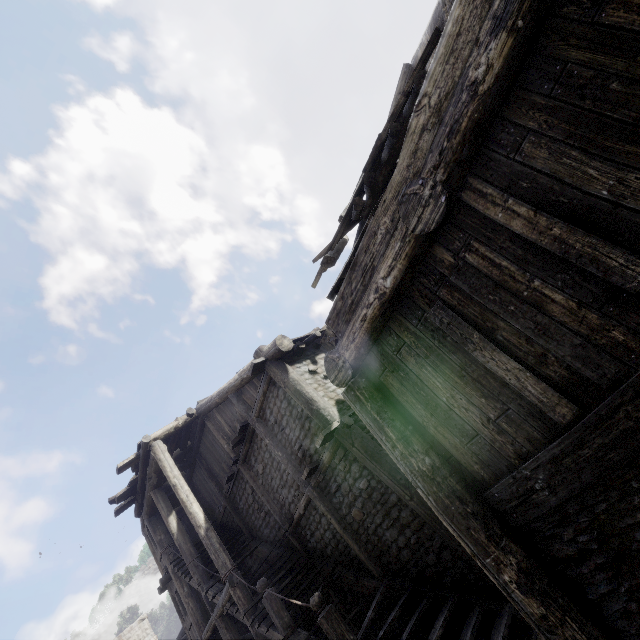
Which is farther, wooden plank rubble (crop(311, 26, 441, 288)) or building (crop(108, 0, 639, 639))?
wooden plank rubble (crop(311, 26, 441, 288))

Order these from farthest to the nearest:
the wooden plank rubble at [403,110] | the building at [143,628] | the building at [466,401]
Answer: the building at [143,628], the wooden plank rubble at [403,110], the building at [466,401]

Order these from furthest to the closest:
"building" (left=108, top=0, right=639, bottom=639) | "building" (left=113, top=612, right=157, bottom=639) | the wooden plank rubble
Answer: "building" (left=113, top=612, right=157, bottom=639) < the wooden plank rubble < "building" (left=108, top=0, right=639, bottom=639)

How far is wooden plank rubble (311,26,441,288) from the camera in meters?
4.7 m

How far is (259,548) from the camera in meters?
11.5 m

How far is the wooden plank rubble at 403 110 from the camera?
4.7 meters

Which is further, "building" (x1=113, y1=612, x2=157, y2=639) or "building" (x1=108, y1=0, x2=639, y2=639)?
"building" (x1=113, y1=612, x2=157, y2=639)
